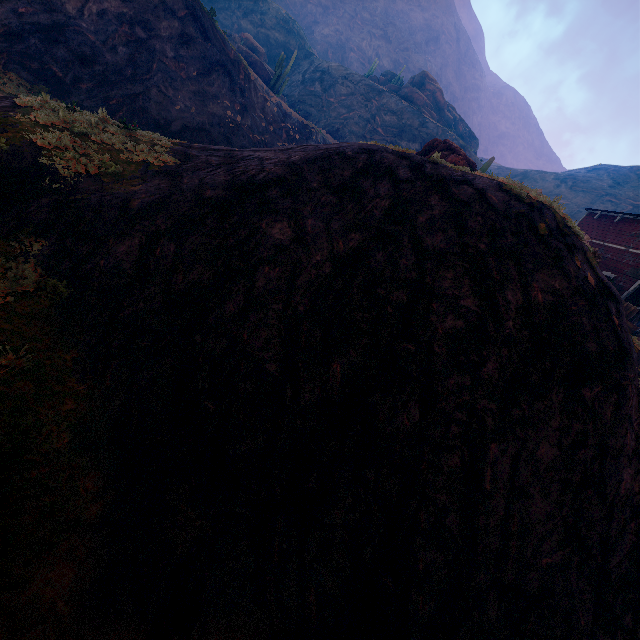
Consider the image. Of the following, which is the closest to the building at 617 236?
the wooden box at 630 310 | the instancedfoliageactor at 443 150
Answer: the wooden box at 630 310

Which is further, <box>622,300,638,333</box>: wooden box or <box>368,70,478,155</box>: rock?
<box>368,70,478,155</box>: rock

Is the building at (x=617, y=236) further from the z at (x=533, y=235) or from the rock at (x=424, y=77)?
the rock at (x=424, y=77)

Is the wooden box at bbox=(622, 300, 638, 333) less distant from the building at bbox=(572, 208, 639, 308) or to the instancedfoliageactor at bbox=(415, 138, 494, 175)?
the building at bbox=(572, 208, 639, 308)

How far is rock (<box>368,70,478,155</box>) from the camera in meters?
48.1 m

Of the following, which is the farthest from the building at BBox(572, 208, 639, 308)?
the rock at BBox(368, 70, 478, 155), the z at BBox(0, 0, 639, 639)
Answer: the rock at BBox(368, 70, 478, 155)

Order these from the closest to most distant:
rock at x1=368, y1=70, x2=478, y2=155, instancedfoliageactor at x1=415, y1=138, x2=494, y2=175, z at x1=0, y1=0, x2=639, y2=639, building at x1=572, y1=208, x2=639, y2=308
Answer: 1. z at x1=0, y1=0, x2=639, y2=639
2. instancedfoliageactor at x1=415, y1=138, x2=494, y2=175
3. building at x1=572, y1=208, x2=639, y2=308
4. rock at x1=368, y1=70, x2=478, y2=155

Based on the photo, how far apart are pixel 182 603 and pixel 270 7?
77.1 meters
